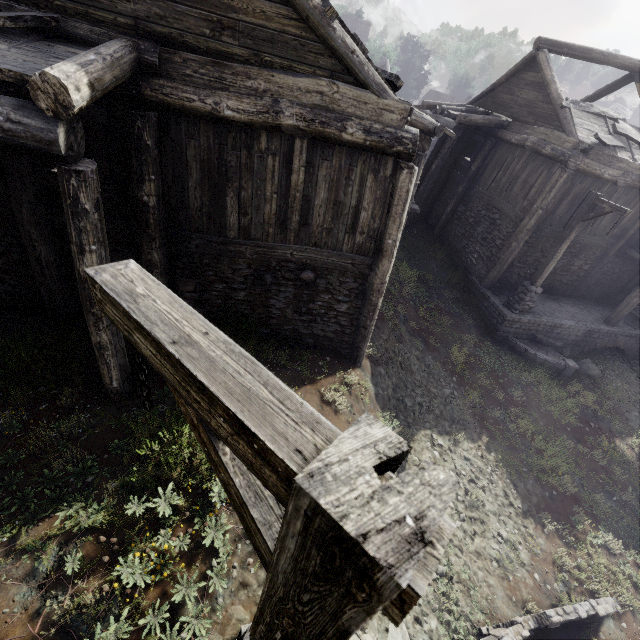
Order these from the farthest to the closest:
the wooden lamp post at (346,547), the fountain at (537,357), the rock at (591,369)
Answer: the rock at (591,369) → the fountain at (537,357) → the wooden lamp post at (346,547)

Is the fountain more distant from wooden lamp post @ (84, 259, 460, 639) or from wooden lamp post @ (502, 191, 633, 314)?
wooden lamp post @ (84, 259, 460, 639)

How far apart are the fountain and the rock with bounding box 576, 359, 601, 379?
0.32m

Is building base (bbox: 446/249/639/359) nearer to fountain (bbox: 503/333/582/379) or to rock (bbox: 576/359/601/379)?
fountain (bbox: 503/333/582/379)

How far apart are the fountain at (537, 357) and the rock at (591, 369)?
0.3 meters

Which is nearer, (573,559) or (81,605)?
(81,605)

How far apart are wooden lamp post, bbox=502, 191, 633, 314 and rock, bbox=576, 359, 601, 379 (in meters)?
2.95

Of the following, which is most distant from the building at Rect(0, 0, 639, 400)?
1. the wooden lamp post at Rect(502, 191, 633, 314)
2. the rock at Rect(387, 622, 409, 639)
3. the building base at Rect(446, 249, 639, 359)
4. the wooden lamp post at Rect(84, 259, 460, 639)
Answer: the rock at Rect(387, 622, 409, 639)
